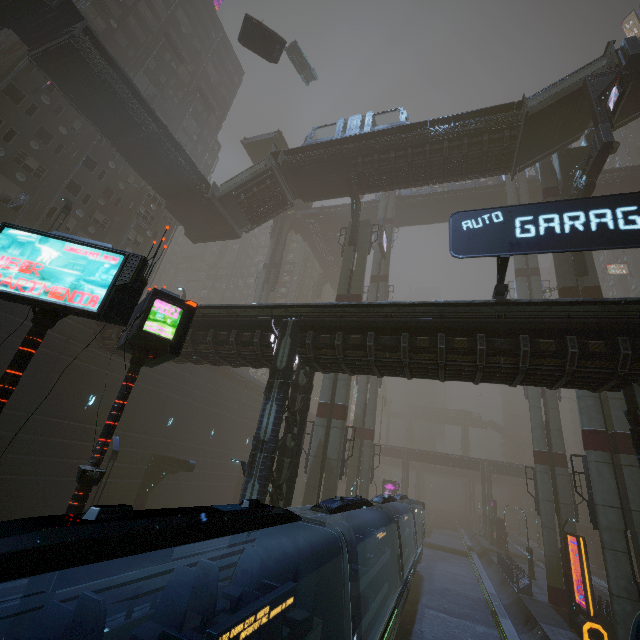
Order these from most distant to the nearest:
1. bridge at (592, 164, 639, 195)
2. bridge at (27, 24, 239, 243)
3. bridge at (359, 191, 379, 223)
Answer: bridge at (359, 191, 379, 223) < bridge at (592, 164, 639, 195) < bridge at (27, 24, 239, 243)

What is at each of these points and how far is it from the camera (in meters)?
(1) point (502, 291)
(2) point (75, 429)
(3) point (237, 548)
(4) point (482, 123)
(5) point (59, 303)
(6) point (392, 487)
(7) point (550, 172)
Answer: (1) sign, 10.56
(2) building, 18.11
(3) building, 11.40
(4) bridge, 22.47
(5) sign, 6.11
(6) sign, 43.78
(7) sm, 25.20

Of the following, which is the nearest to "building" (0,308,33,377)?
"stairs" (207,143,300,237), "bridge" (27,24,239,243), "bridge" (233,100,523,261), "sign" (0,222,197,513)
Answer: "bridge" (233,100,523,261)

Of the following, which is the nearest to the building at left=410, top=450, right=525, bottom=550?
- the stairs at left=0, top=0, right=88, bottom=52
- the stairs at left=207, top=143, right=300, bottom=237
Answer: the stairs at left=0, top=0, right=88, bottom=52

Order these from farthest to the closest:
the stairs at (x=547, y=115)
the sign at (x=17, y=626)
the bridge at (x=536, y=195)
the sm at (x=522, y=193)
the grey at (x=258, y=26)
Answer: the bridge at (x=536, y=195)
the sm at (x=522, y=193)
the grey at (x=258, y=26)
the stairs at (x=547, y=115)
the sign at (x=17, y=626)

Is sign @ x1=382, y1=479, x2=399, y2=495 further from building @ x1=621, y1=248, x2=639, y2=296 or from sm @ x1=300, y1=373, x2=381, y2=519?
sm @ x1=300, y1=373, x2=381, y2=519

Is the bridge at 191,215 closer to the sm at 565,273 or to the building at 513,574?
the building at 513,574

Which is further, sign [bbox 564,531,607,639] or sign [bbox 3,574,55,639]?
sign [bbox 564,531,607,639]
